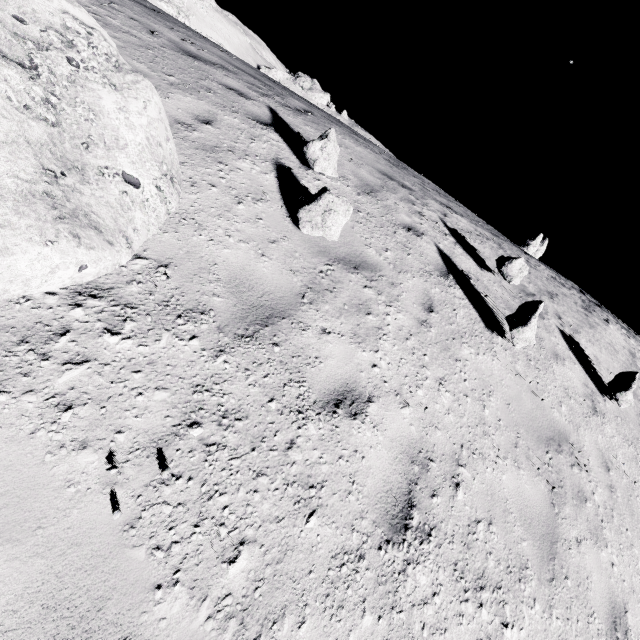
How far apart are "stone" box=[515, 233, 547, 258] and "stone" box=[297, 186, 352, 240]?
29.8 meters

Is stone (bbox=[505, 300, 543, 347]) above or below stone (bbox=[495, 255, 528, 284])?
below

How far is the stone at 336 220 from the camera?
4.0m

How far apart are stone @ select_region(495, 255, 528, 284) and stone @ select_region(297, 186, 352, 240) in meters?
4.2

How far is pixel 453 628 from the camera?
2.57m

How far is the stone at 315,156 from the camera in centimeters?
488cm

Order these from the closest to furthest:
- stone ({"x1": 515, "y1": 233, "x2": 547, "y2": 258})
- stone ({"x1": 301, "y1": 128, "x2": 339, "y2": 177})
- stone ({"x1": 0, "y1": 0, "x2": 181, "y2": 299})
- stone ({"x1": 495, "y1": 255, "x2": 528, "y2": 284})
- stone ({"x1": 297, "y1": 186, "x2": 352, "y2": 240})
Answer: stone ({"x1": 0, "y1": 0, "x2": 181, "y2": 299}), stone ({"x1": 297, "y1": 186, "x2": 352, "y2": 240}), stone ({"x1": 301, "y1": 128, "x2": 339, "y2": 177}), stone ({"x1": 495, "y1": 255, "x2": 528, "y2": 284}), stone ({"x1": 515, "y1": 233, "x2": 547, "y2": 258})

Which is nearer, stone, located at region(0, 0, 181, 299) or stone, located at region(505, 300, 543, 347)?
stone, located at region(0, 0, 181, 299)
